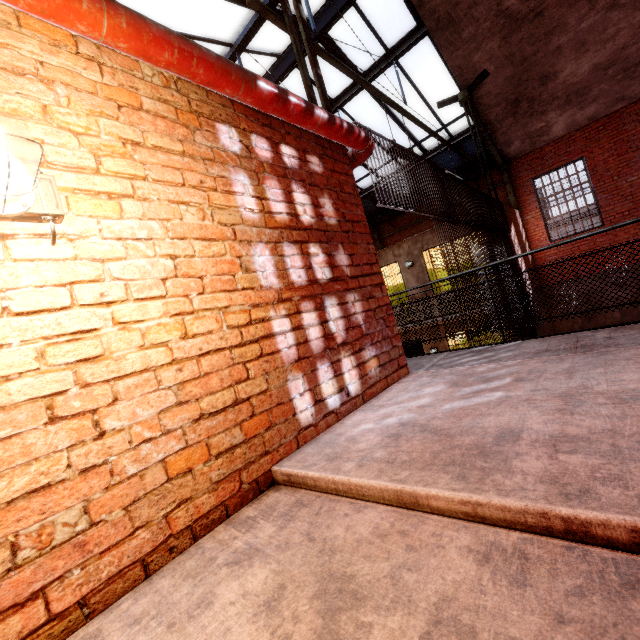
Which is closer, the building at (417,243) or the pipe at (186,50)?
the pipe at (186,50)

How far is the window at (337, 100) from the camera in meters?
9.5 m

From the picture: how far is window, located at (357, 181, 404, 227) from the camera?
14.0 meters

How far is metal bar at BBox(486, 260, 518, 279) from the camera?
7.0m

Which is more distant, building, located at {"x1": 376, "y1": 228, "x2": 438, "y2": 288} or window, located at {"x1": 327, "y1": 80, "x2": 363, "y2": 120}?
building, located at {"x1": 376, "y1": 228, "x2": 438, "y2": 288}

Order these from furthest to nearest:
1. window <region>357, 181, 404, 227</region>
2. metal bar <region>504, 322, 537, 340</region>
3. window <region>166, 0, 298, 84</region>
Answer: window <region>357, 181, 404, 227</region> → metal bar <region>504, 322, 537, 340</region> → window <region>166, 0, 298, 84</region>

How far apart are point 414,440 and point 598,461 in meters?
0.8
